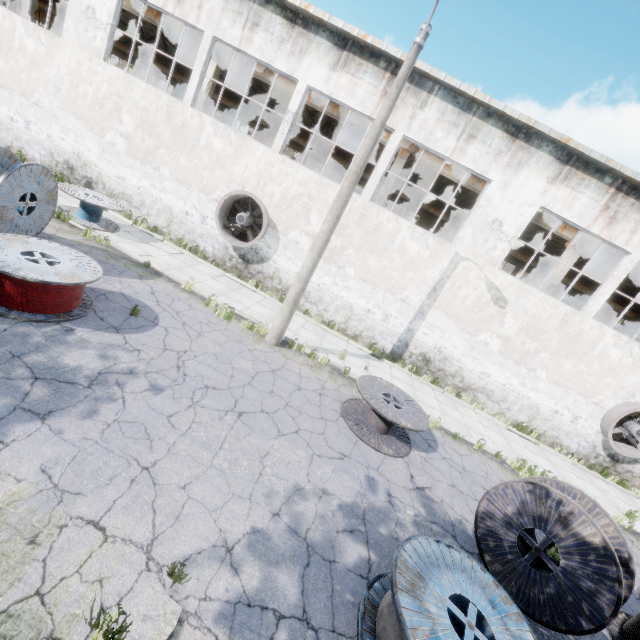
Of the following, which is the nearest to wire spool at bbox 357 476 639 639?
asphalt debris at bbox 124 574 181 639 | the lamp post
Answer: asphalt debris at bbox 124 574 181 639

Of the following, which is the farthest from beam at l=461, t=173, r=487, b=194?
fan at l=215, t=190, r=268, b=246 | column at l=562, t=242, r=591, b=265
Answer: fan at l=215, t=190, r=268, b=246

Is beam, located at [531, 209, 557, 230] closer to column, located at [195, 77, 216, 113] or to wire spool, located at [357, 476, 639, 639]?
column, located at [195, 77, 216, 113]

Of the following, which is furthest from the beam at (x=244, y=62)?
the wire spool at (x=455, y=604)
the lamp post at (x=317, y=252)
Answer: the wire spool at (x=455, y=604)

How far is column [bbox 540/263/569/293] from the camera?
14.8 meters

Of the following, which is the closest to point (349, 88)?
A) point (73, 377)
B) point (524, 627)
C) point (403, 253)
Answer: point (403, 253)

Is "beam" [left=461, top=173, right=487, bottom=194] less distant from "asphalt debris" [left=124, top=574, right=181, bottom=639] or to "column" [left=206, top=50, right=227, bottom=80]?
"column" [left=206, top=50, right=227, bottom=80]

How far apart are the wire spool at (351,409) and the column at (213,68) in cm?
1449
